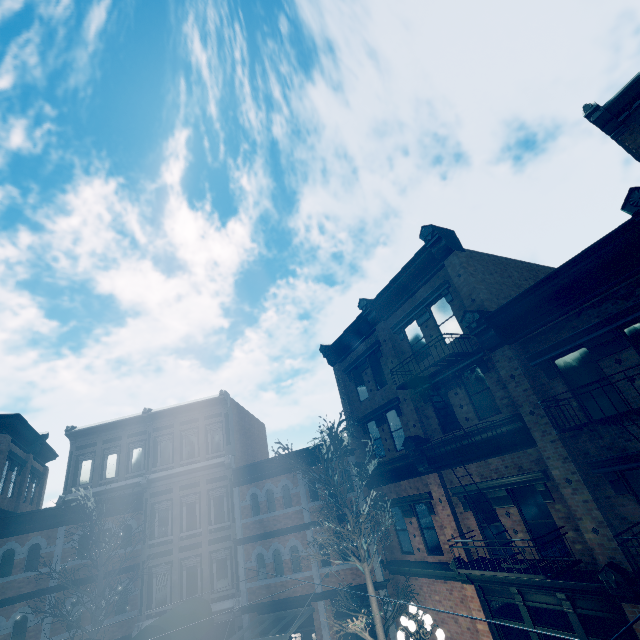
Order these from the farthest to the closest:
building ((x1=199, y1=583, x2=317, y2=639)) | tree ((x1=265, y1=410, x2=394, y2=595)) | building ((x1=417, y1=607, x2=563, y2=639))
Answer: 1. building ((x1=199, y1=583, x2=317, y2=639))
2. tree ((x1=265, y1=410, x2=394, y2=595))
3. building ((x1=417, y1=607, x2=563, y2=639))

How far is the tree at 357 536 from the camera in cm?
1175

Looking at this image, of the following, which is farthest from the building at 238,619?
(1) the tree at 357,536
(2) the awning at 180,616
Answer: (1) the tree at 357,536

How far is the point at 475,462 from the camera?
11.1m

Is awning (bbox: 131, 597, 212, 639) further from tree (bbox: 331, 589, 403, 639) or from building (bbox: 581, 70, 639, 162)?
tree (bbox: 331, 589, 403, 639)

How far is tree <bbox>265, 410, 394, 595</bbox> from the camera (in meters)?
11.75

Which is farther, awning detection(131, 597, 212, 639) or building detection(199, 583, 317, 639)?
building detection(199, 583, 317, 639)

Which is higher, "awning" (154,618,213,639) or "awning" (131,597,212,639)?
"awning" (131,597,212,639)
